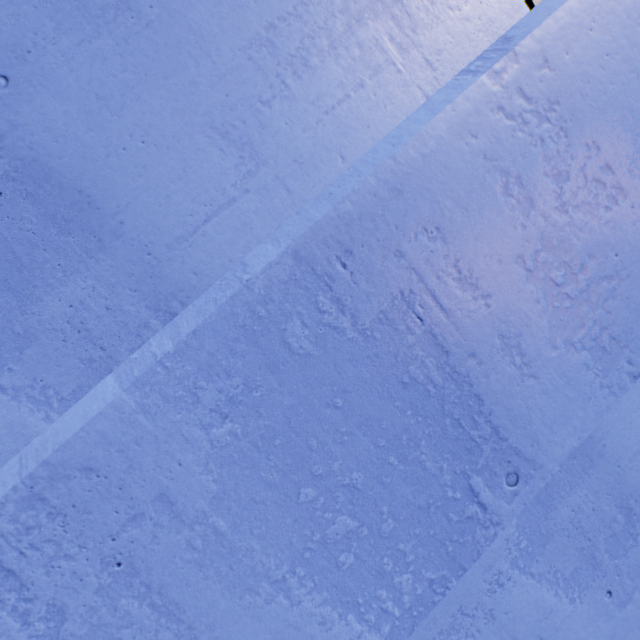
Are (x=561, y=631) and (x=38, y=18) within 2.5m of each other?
no
